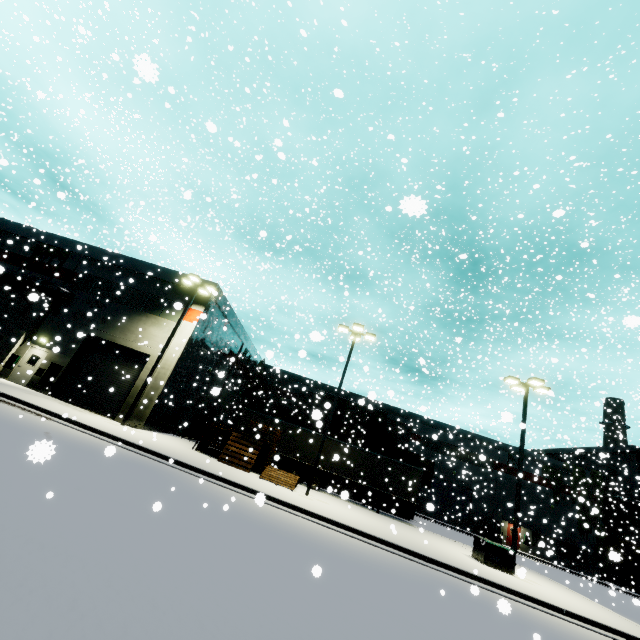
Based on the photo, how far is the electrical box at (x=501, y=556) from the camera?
15.3m

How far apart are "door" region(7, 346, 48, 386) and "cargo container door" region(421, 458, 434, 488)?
30.9m

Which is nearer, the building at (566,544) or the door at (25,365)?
the door at (25,365)

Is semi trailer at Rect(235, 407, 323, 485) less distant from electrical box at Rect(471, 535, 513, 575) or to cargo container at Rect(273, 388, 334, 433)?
cargo container at Rect(273, 388, 334, 433)

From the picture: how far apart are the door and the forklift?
43.6 meters

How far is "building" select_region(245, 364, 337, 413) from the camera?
41.8 meters

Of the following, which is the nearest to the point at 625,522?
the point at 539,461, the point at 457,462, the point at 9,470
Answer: the point at 539,461

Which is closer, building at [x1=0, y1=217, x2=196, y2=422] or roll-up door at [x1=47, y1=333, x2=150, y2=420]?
roll-up door at [x1=47, y1=333, x2=150, y2=420]
